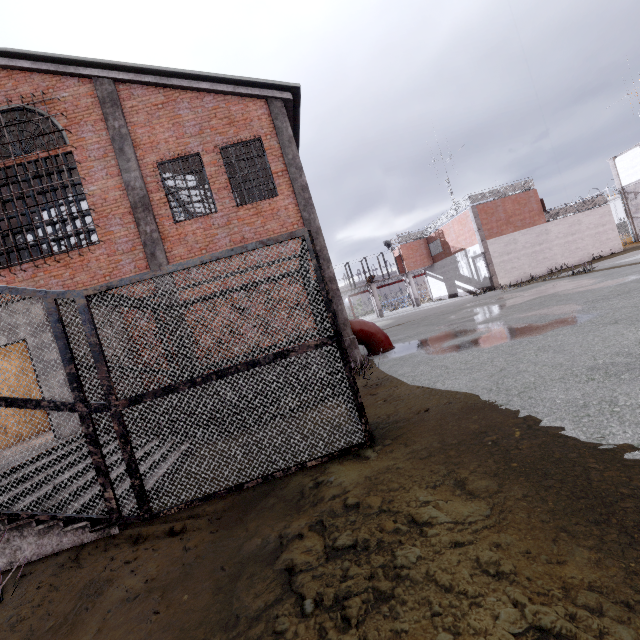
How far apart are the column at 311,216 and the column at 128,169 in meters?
4.3

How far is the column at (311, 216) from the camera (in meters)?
10.25

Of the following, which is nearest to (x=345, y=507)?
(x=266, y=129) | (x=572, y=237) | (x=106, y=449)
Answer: (x=106, y=449)

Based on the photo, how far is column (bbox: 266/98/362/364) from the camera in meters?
10.2

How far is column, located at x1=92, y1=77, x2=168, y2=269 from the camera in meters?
9.9 m

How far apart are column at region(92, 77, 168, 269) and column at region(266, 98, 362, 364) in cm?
427
